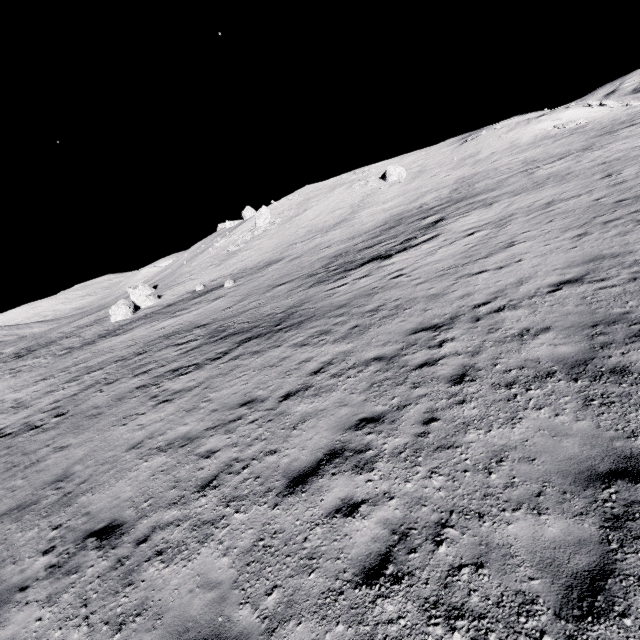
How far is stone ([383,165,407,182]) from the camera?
49.93m

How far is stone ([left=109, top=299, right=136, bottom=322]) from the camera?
39.16m

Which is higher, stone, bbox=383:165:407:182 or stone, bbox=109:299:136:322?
stone, bbox=383:165:407:182

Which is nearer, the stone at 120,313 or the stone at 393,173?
the stone at 120,313

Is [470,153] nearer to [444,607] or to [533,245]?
[533,245]

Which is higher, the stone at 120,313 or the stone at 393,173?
the stone at 393,173

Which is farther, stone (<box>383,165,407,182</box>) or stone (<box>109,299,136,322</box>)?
stone (<box>383,165,407,182</box>)
